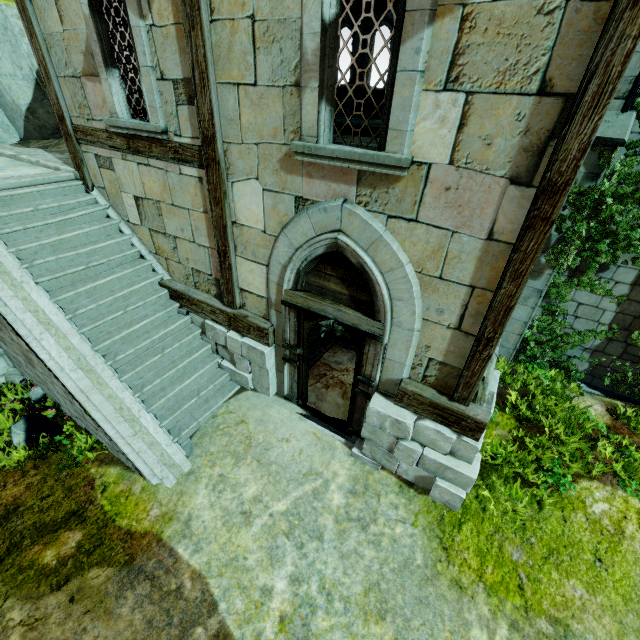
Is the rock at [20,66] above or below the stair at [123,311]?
above

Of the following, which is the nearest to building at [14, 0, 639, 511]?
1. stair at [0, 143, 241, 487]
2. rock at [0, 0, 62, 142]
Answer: stair at [0, 143, 241, 487]

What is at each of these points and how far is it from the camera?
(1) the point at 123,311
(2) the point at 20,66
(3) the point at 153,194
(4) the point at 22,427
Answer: (1) stair, 6.1m
(2) rock, 8.6m
(3) building, 5.9m
(4) plant, 5.6m

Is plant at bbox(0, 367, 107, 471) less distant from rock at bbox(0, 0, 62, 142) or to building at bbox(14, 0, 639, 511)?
building at bbox(14, 0, 639, 511)

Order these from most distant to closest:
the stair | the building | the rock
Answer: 1. the rock
2. the stair
3. the building

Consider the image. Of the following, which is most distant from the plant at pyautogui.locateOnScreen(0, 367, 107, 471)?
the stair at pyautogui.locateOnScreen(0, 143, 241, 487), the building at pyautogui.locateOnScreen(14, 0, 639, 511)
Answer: the building at pyautogui.locateOnScreen(14, 0, 639, 511)

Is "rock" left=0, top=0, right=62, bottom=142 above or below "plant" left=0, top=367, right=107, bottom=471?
above

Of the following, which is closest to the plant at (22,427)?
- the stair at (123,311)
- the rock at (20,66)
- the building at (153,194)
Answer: the stair at (123,311)
